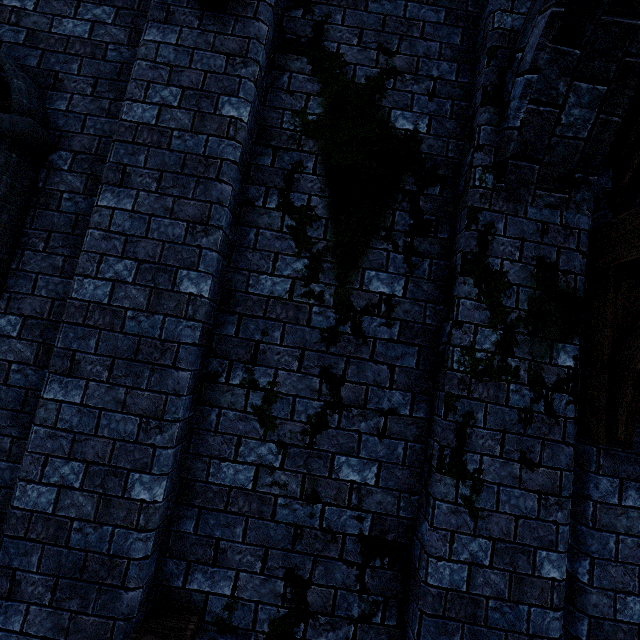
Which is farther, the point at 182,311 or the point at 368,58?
the point at 368,58

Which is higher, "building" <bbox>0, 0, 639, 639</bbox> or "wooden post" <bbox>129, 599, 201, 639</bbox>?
"building" <bbox>0, 0, 639, 639</bbox>

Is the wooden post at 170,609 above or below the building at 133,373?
below
